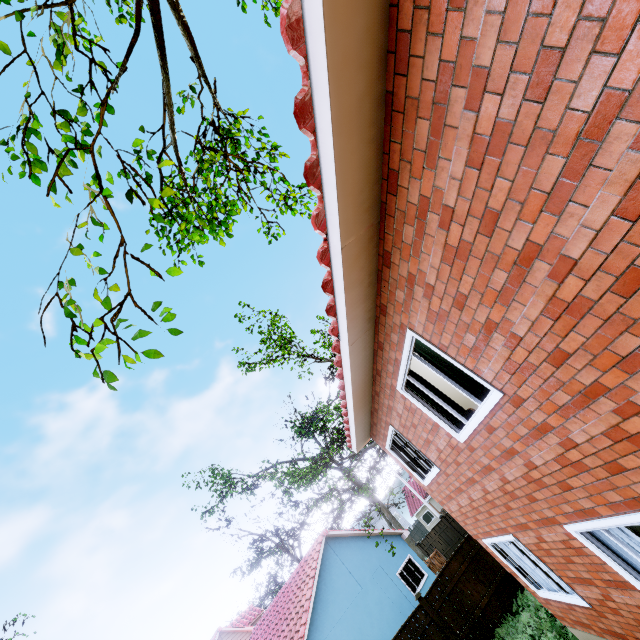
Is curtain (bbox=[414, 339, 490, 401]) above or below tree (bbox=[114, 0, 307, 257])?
below

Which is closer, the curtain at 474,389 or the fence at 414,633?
the curtain at 474,389

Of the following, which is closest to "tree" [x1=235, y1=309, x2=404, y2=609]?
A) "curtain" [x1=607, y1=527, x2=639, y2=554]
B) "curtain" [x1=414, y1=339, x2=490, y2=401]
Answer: "curtain" [x1=607, y1=527, x2=639, y2=554]

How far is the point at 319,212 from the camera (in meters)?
3.47

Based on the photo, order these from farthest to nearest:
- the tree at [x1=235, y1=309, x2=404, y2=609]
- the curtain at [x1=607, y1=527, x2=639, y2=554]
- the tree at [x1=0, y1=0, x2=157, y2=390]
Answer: the tree at [x1=235, y1=309, x2=404, y2=609], the curtain at [x1=607, y1=527, x2=639, y2=554], the tree at [x1=0, y1=0, x2=157, y2=390]

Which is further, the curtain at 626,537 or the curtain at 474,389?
the curtain at 474,389

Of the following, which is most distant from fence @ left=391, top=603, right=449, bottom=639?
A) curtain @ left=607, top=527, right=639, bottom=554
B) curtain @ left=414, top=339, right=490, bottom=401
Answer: curtain @ left=414, top=339, right=490, bottom=401

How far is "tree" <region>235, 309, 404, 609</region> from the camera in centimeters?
1517cm
